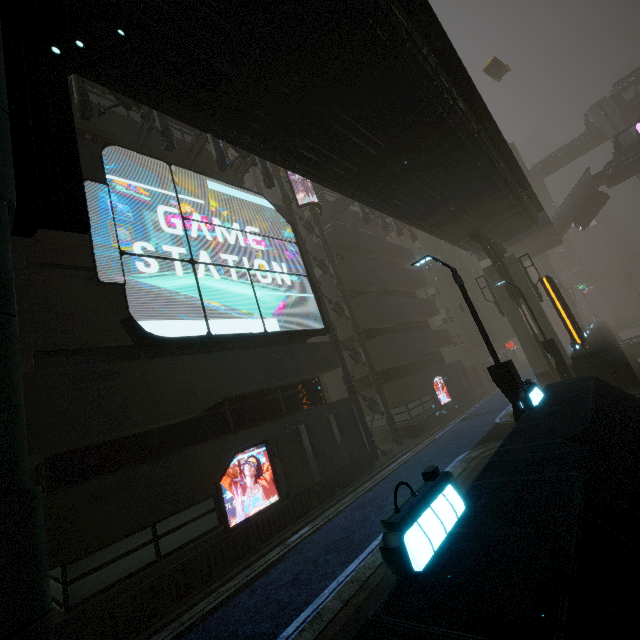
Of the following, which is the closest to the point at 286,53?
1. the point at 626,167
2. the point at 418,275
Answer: the point at 418,275

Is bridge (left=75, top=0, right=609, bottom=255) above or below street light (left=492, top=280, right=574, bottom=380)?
above

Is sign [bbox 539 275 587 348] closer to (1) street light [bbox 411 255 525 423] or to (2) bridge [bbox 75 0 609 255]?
(2) bridge [bbox 75 0 609 255]

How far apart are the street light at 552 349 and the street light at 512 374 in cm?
967

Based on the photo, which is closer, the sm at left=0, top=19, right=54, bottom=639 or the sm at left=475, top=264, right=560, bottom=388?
the sm at left=0, top=19, right=54, bottom=639

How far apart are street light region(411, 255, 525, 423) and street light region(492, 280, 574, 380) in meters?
9.7

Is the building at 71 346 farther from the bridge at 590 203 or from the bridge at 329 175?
the bridge at 590 203

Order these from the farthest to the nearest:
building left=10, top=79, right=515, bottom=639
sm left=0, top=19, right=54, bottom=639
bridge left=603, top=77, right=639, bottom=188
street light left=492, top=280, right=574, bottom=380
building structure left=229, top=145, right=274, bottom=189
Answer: bridge left=603, top=77, right=639, bottom=188
street light left=492, top=280, right=574, bottom=380
building structure left=229, top=145, right=274, bottom=189
building left=10, top=79, right=515, bottom=639
sm left=0, top=19, right=54, bottom=639
